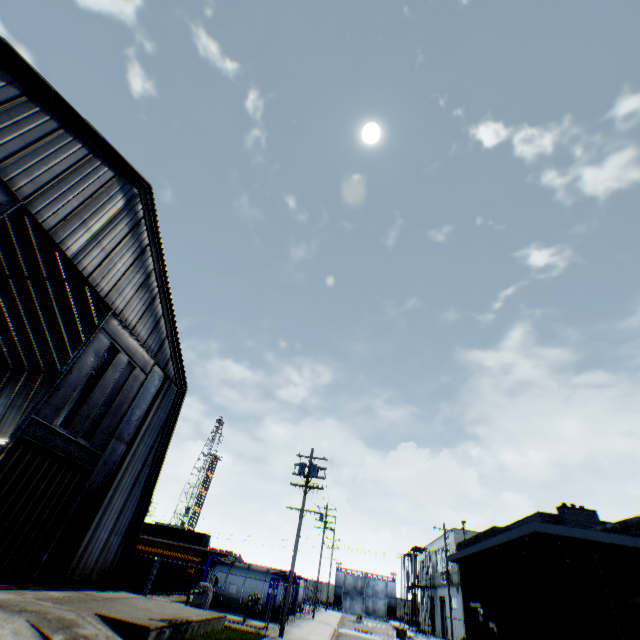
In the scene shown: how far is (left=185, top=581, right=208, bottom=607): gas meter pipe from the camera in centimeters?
1962cm

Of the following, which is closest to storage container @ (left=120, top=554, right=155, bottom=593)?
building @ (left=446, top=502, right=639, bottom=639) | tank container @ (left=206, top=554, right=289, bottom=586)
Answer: tank container @ (left=206, top=554, right=289, bottom=586)

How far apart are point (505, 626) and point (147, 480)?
22.5m

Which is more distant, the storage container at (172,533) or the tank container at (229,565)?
the storage container at (172,533)

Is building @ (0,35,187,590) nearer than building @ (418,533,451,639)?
Yes

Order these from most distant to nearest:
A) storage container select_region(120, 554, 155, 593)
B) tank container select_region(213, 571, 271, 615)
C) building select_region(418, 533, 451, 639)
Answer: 1. building select_region(418, 533, 451, 639)
2. tank container select_region(213, 571, 271, 615)
3. storage container select_region(120, 554, 155, 593)

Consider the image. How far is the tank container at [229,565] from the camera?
25.1 meters

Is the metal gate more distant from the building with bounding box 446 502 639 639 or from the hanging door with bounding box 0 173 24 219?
the hanging door with bounding box 0 173 24 219
